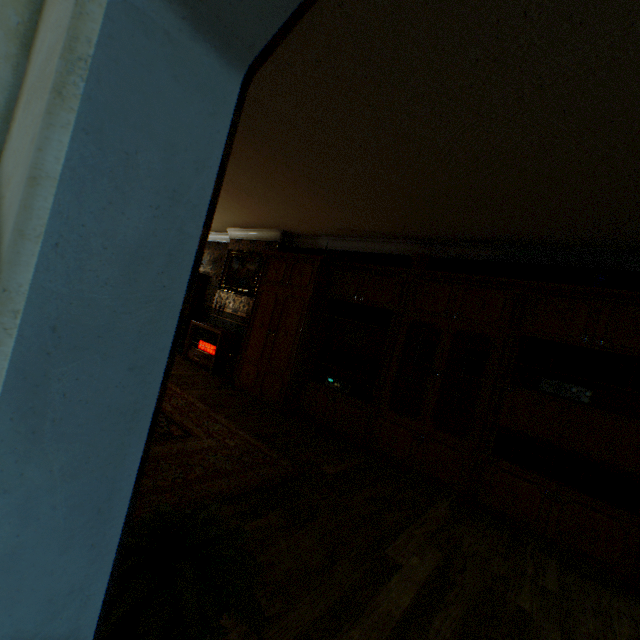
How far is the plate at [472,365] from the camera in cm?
399

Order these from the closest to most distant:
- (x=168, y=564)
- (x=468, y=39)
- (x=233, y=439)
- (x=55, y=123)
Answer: (x=55, y=123)
(x=168, y=564)
(x=468, y=39)
(x=233, y=439)

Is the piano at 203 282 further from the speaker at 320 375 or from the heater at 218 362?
the speaker at 320 375

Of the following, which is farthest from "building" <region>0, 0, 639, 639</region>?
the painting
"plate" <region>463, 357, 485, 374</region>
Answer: "plate" <region>463, 357, 485, 374</region>

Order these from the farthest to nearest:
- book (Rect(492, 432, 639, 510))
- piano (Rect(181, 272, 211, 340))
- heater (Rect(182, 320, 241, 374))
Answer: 1. piano (Rect(181, 272, 211, 340))
2. heater (Rect(182, 320, 241, 374))
3. book (Rect(492, 432, 639, 510))

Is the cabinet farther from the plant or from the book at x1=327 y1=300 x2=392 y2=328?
the plant

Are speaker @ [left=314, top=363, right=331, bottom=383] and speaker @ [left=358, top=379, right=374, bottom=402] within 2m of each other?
yes

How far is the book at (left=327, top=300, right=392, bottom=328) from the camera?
4.7m
